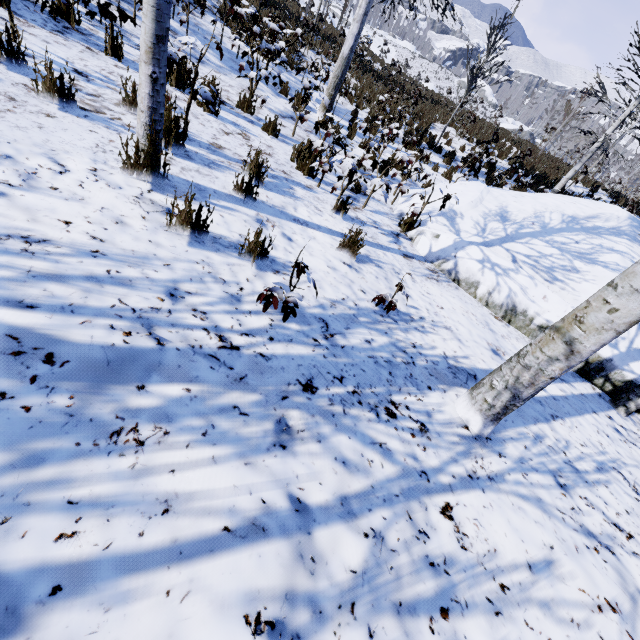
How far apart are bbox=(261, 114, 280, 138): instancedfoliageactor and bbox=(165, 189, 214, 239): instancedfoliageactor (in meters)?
3.33

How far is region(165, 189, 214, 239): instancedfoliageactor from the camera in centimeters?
232cm

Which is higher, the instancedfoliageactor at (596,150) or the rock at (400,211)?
the instancedfoliageactor at (596,150)

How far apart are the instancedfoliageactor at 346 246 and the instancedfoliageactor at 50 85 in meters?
2.9 m

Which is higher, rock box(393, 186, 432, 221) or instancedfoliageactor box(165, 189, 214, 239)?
instancedfoliageactor box(165, 189, 214, 239)

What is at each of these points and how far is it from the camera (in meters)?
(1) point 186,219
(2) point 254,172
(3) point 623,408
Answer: (1) instancedfoliageactor, 2.42
(2) instancedfoliageactor, 3.87
(3) instancedfoliageactor, 3.86

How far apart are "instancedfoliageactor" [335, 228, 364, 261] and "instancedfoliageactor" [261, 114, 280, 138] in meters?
3.3

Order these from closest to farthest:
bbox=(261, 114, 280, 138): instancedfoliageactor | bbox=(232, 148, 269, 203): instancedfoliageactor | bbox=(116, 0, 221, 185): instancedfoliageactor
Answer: bbox=(116, 0, 221, 185): instancedfoliageactor, bbox=(232, 148, 269, 203): instancedfoliageactor, bbox=(261, 114, 280, 138): instancedfoliageactor
